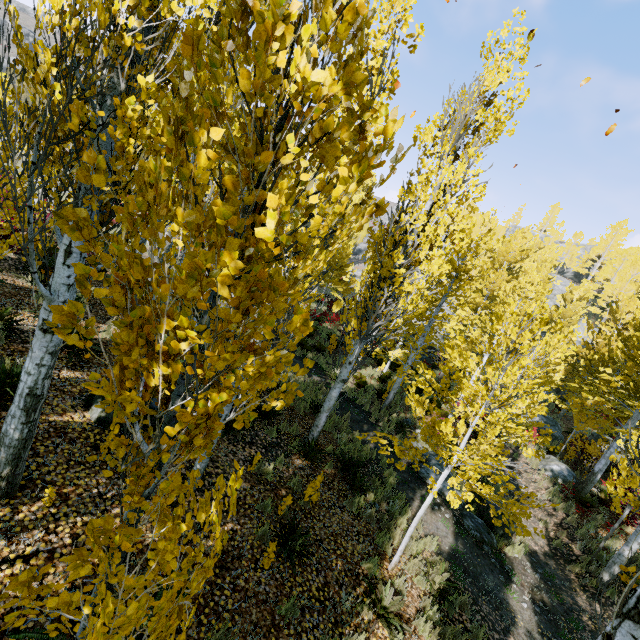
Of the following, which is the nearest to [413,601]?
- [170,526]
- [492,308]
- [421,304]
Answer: [170,526]

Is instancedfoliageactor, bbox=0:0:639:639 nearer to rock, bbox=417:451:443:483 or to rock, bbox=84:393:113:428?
rock, bbox=84:393:113:428

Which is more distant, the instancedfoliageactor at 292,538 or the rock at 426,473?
the rock at 426,473

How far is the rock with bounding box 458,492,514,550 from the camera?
9.01m

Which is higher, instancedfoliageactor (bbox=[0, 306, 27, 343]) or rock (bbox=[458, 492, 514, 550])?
instancedfoliageactor (bbox=[0, 306, 27, 343])

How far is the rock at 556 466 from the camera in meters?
14.0 m
